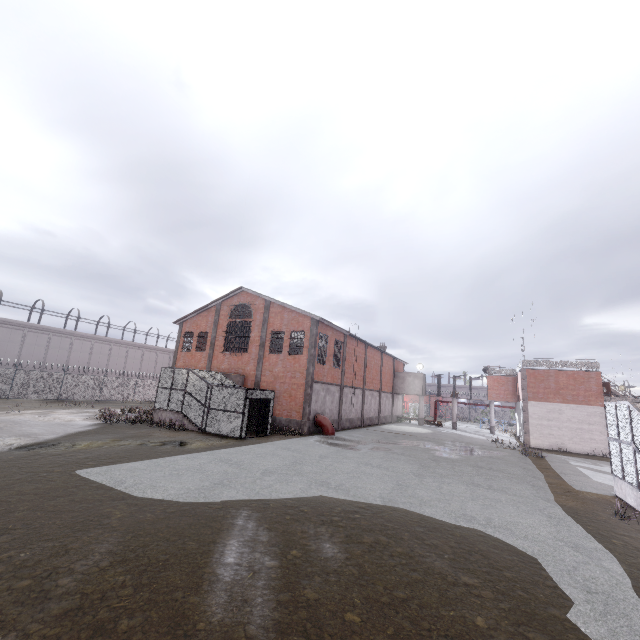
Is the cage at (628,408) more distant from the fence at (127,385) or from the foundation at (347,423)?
the foundation at (347,423)

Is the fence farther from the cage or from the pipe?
the pipe

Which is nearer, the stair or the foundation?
the stair

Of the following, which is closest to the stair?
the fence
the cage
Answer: Result: the cage

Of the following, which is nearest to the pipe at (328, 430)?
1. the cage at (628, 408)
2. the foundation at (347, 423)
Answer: the foundation at (347, 423)

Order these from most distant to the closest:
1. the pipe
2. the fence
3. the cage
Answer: the fence → the pipe → the cage

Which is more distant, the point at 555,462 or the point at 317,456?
the point at 555,462

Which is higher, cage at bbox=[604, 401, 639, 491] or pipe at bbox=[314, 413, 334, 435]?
cage at bbox=[604, 401, 639, 491]
